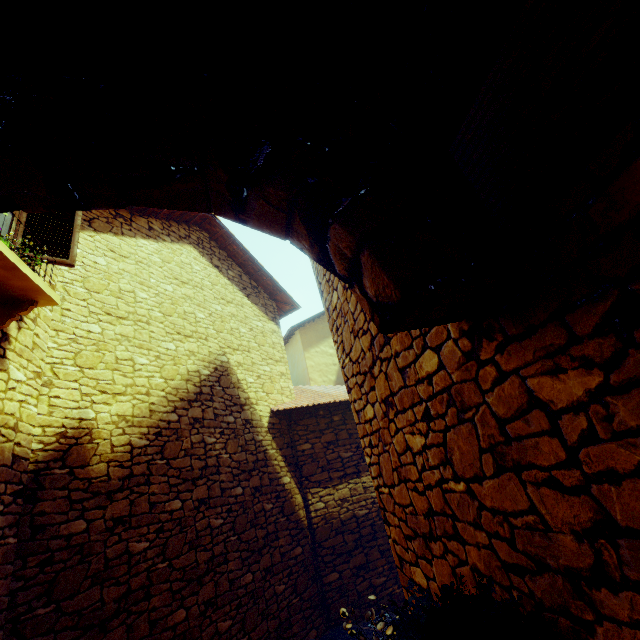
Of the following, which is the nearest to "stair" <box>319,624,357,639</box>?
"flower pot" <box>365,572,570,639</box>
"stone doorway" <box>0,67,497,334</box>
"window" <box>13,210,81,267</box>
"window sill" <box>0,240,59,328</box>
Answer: "flower pot" <box>365,572,570,639</box>

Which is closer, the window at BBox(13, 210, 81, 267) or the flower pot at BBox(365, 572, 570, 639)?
the flower pot at BBox(365, 572, 570, 639)

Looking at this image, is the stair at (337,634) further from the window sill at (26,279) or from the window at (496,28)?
the window sill at (26,279)

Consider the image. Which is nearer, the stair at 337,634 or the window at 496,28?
the window at 496,28

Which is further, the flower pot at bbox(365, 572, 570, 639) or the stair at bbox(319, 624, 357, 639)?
the stair at bbox(319, 624, 357, 639)

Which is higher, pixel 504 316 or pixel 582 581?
pixel 504 316

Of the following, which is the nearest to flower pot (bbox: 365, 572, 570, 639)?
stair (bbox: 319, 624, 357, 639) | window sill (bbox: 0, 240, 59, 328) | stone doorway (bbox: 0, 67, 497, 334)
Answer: stair (bbox: 319, 624, 357, 639)

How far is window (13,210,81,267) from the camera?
3.77m
